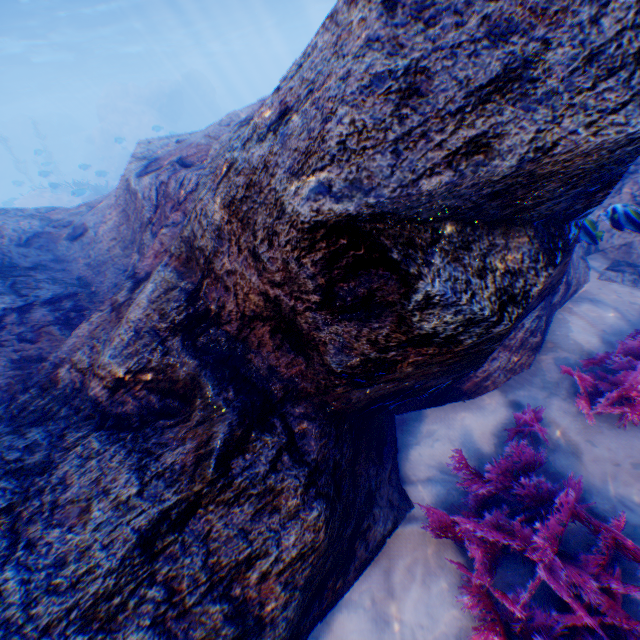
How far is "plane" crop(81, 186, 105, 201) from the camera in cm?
1466

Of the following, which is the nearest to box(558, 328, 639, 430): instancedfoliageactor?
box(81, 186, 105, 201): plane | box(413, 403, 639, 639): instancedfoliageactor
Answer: box(413, 403, 639, 639): instancedfoliageactor

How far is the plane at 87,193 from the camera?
14.66m

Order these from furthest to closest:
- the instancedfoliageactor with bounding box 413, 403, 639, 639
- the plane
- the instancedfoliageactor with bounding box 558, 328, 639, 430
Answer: the plane
the instancedfoliageactor with bounding box 558, 328, 639, 430
the instancedfoliageactor with bounding box 413, 403, 639, 639

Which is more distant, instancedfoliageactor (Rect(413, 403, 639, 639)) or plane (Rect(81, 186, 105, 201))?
plane (Rect(81, 186, 105, 201))

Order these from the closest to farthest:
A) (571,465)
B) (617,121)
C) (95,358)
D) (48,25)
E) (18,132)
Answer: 1. (617,121)
2. (95,358)
3. (571,465)
4. (48,25)
5. (18,132)

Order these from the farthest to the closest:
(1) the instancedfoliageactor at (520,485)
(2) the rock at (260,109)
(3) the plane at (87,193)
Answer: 1. (3) the plane at (87,193)
2. (1) the instancedfoliageactor at (520,485)
3. (2) the rock at (260,109)

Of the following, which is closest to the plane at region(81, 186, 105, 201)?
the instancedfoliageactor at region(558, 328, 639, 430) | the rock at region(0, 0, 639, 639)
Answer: the rock at region(0, 0, 639, 639)
